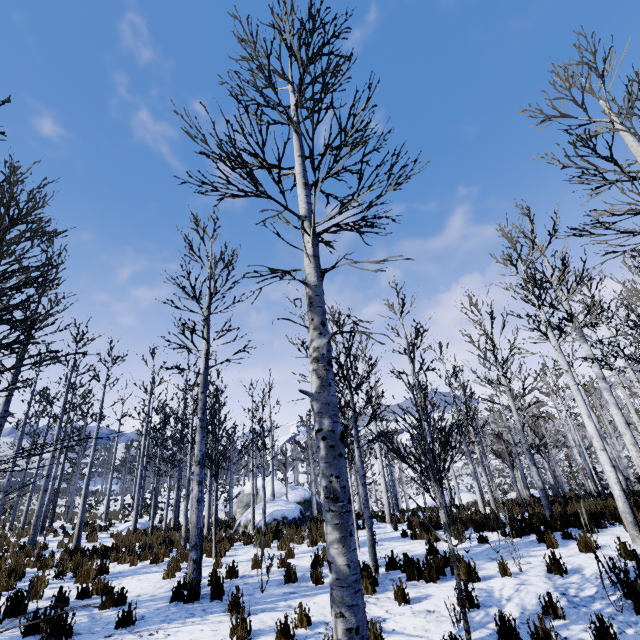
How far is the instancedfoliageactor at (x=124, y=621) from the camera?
4.8m

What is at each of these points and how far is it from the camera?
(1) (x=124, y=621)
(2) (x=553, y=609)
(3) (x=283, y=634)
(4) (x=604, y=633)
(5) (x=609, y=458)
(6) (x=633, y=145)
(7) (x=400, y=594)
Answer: (1) instancedfoliageactor, 4.8m
(2) instancedfoliageactor, 4.4m
(3) instancedfoliageactor, 3.8m
(4) instancedfoliageactor, 3.8m
(5) instancedfoliageactor, 6.8m
(6) instancedfoliageactor, 5.5m
(7) instancedfoliageactor, 5.1m

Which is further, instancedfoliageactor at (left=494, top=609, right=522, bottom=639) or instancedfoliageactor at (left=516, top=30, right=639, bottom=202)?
instancedfoliageactor at (left=516, top=30, right=639, bottom=202)

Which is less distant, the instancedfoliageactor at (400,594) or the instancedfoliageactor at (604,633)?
the instancedfoliageactor at (604,633)

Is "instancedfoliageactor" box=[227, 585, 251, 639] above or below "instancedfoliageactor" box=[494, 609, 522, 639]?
above

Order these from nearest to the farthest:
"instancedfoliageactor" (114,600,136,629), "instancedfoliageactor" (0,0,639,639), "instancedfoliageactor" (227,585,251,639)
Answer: "instancedfoliageactor" (0,0,639,639) < "instancedfoliageactor" (227,585,251,639) < "instancedfoliageactor" (114,600,136,629)

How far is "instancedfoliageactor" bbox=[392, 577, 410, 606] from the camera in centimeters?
500cm
